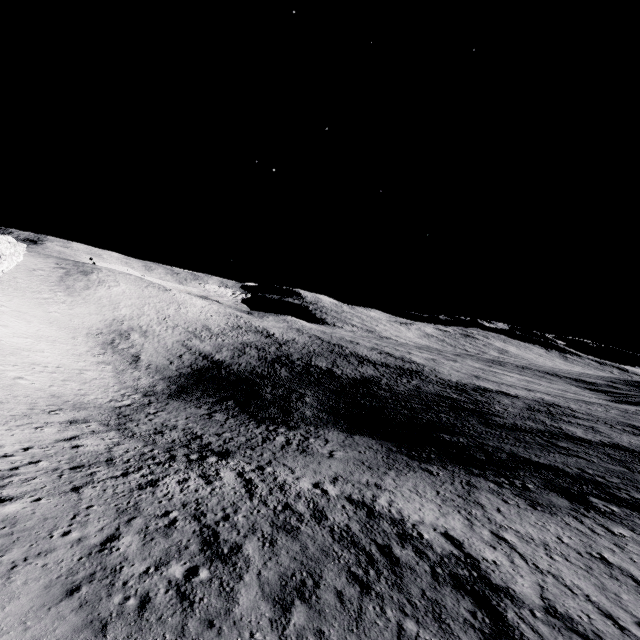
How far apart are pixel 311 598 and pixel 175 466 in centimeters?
1455cm
